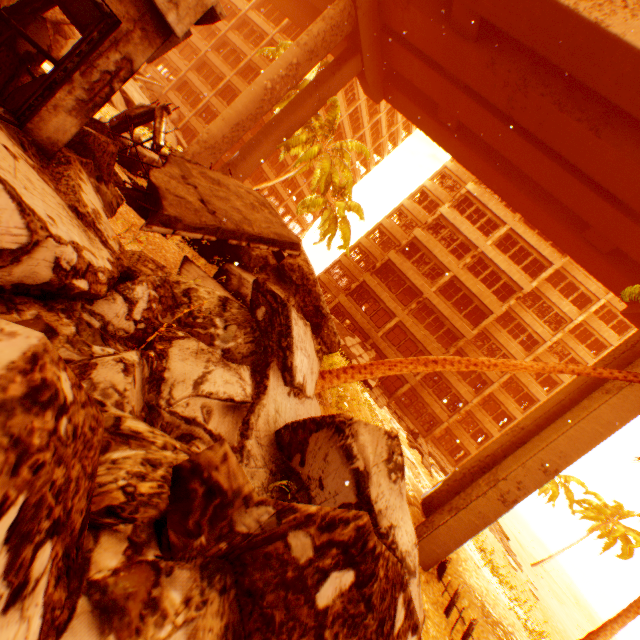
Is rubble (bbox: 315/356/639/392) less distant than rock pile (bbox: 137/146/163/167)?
Yes

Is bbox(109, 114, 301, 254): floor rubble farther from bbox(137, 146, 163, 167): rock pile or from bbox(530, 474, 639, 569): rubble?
bbox(530, 474, 639, 569): rubble

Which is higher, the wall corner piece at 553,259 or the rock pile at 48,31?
the wall corner piece at 553,259

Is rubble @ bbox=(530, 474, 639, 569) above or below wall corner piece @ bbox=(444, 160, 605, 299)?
below

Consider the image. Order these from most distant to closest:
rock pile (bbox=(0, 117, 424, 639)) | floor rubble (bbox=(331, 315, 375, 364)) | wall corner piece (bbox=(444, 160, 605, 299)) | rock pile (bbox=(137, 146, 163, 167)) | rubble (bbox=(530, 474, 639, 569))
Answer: rubble (bbox=(530, 474, 639, 569)) → wall corner piece (bbox=(444, 160, 605, 299)) → floor rubble (bbox=(331, 315, 375, 364)) → rock pile (bbox=(137, 146, 163, 167)) → rock pile (bbox=(0, 117, 424, 639))

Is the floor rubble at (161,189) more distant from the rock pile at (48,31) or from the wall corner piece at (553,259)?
the wall corner piece at (553,259)

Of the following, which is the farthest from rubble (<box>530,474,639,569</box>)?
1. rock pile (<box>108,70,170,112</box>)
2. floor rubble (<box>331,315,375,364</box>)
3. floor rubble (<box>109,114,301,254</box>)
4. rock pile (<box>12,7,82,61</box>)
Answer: rock pile (<box>108,70,170,112</box>)

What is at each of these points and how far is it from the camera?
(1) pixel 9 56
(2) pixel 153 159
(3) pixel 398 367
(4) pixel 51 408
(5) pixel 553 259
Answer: (1) rock pile, 3.6m
(2) rock pile, 8.4m
(3) rubble, 7.6m
(4) rock pile, 0.9m
(5) wall corner piece, 25.9m
